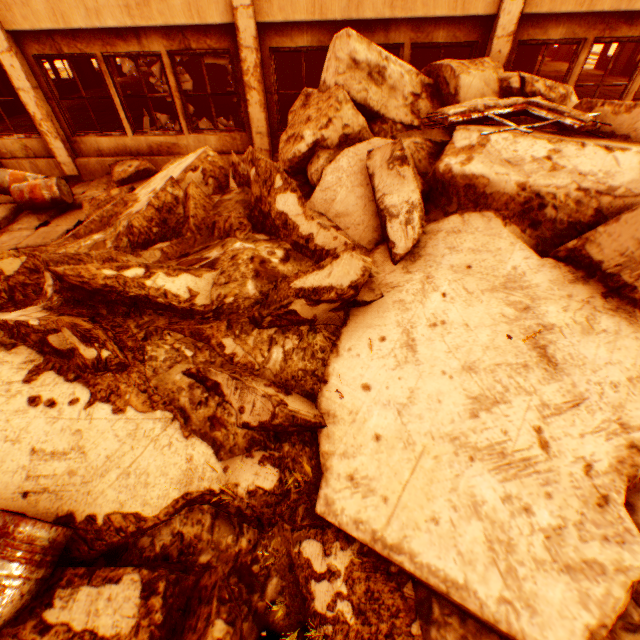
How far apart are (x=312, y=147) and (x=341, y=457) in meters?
4.9

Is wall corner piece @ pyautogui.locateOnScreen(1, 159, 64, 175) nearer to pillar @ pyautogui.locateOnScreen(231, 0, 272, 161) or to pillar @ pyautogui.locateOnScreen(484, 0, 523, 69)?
pillar @ pyautogui.locateOnScreen(231, 0, 272, 161)

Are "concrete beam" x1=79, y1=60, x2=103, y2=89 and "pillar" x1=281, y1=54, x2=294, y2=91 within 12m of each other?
yes

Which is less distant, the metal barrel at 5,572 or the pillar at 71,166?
the metal barrel at 5,572

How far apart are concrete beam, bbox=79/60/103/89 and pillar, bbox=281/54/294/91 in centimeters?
896cm

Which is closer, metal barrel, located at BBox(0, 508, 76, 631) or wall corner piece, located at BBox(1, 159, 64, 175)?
metal barrel, located at BBox(0, 508, 76, 631)

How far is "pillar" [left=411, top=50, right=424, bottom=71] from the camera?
12.0 meters

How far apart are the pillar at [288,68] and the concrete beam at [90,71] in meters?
9.0
